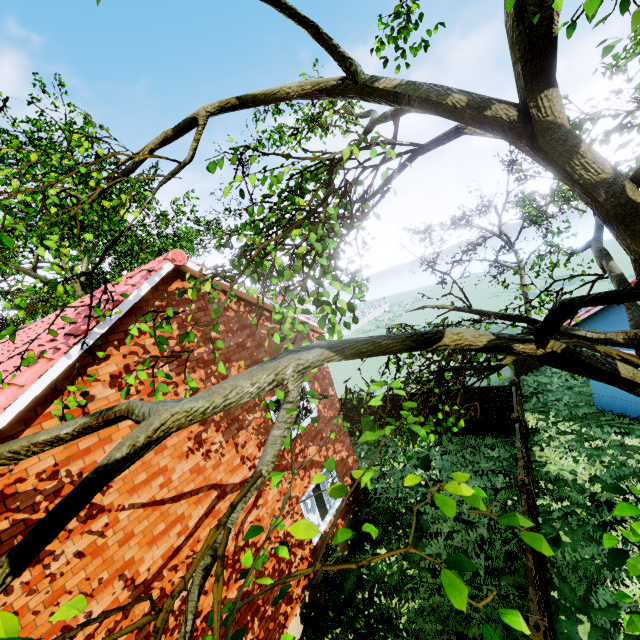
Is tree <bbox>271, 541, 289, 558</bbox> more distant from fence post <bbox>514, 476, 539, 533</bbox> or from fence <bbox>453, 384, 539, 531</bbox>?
fence post <bbox>514, 476, 539, 533</bbox>

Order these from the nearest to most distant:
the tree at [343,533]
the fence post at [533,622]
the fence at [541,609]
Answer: the tree at [343,533] < the fence post at [533,622] < the fence at [541,609]

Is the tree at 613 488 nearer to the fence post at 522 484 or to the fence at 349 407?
the fence at 349 407

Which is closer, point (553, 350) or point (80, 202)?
point (553, 350)

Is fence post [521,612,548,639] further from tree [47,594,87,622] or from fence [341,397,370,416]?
tree [47,594,87,622]

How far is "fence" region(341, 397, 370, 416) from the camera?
16.80m
